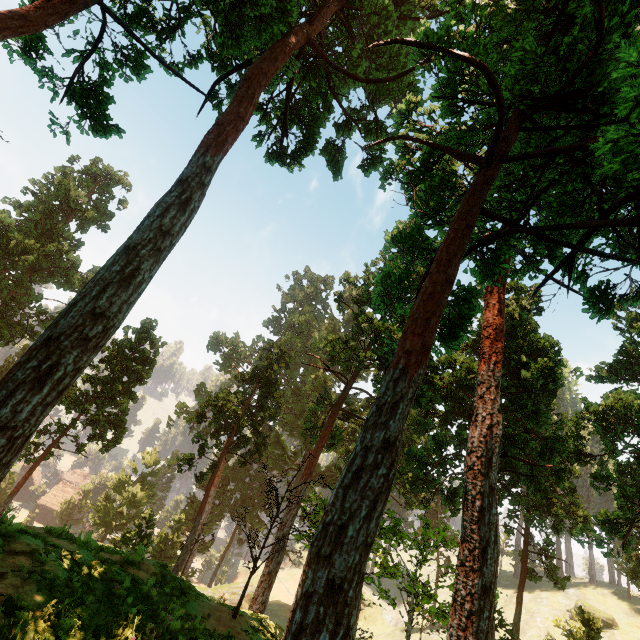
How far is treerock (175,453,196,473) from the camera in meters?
27.3 m

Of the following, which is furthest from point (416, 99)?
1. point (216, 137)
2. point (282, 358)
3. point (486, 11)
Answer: point (282, 358)

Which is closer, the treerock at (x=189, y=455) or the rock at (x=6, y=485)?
the treerock at (x=189, y=455)

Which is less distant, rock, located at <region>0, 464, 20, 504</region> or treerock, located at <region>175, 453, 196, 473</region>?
treerock, located at <region>175, 453, 196, 473</region>

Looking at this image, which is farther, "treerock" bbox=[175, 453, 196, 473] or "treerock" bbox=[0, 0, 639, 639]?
"treerock" bbox=[175, 453, 196, 473]

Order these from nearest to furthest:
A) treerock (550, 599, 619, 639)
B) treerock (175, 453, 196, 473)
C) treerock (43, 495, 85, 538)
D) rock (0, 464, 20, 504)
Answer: treerock (43, 495, 85, 538), treerock (550, 599, 619, 639), treerock (175, 453, 196, 473), rock (0, 464, 20, 504)

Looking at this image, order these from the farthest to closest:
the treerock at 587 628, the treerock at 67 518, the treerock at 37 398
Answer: the treerock at 587 628, the treerock at 67 518, the treerock at 37 398
